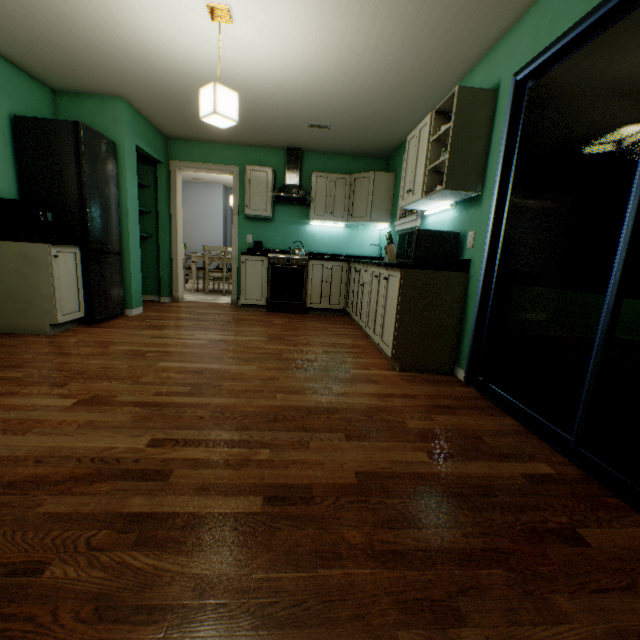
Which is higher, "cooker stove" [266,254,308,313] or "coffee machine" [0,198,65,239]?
"coffee machine" [0,198,65,239]

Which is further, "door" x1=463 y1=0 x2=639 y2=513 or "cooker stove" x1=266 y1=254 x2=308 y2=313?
"cooker stove" x1=266 y1=254 x2=308 y2=313

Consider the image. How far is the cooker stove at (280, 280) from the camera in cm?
477

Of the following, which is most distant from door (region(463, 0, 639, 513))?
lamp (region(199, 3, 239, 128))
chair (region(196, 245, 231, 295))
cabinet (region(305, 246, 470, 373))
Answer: chair (region(196, 245, 231, 295))

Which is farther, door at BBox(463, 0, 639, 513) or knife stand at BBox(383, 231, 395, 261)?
knife stand at BBox(383, 231, 395, 261)

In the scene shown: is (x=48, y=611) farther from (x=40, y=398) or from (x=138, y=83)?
(x=138, y=83)

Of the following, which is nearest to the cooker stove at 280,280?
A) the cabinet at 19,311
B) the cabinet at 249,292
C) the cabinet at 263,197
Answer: the cabinet at 249,292

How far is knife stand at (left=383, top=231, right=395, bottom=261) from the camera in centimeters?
352cm
